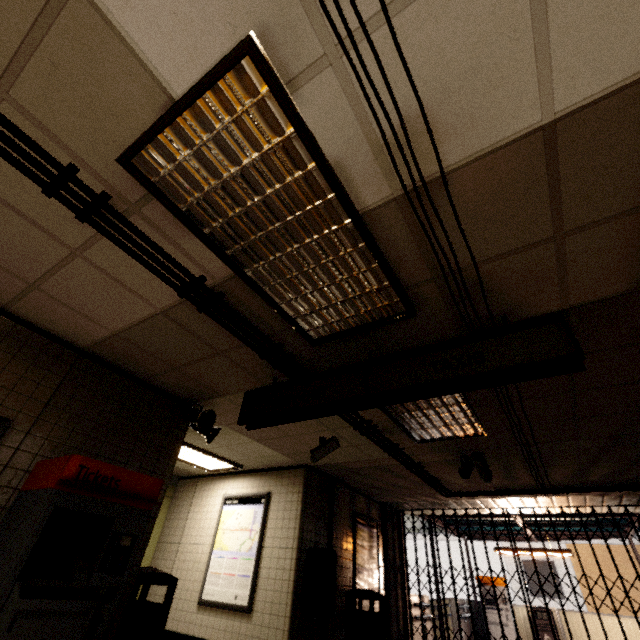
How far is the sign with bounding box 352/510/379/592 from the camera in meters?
6.7

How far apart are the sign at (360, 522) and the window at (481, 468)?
3.3m

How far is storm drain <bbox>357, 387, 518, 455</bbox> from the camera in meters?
3.7

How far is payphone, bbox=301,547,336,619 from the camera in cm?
507

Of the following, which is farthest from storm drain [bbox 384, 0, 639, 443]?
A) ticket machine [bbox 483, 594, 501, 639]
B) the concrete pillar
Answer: ticket machine [bbox 483, 594, 501, 639]

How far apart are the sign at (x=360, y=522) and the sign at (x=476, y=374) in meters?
5.0 m

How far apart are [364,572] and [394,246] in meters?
7.6 m

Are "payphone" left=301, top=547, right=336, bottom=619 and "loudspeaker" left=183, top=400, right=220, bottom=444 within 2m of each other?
no
